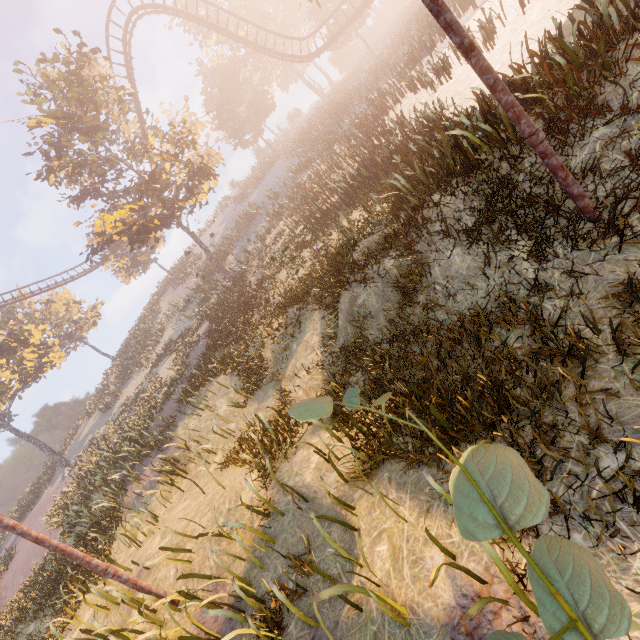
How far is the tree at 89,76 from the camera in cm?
1753

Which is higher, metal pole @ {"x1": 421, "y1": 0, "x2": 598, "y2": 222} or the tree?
the tree

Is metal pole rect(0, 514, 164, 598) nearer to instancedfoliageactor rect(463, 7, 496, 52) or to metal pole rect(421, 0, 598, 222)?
metal pole rect(421, 0, 598, 222)

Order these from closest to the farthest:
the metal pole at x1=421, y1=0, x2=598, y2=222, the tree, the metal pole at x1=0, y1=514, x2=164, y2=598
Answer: the metal pole at x1=421, y1=0, x2=598, y2=222
the metal pole at x1=0, y1=514, x2=164, y2=598
the tree

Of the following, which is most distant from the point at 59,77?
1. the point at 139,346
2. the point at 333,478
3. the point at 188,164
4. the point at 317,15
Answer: the point at 317,15

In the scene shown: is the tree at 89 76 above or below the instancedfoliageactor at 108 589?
above

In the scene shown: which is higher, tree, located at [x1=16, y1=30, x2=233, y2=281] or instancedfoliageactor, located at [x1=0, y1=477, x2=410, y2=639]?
tree, located at [x1=16, y1=30, x2=233, y2=281]

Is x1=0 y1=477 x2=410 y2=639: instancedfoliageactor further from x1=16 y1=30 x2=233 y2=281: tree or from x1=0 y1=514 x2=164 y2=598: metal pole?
x1=16 y1=30 x2=233 y2=281: tree
